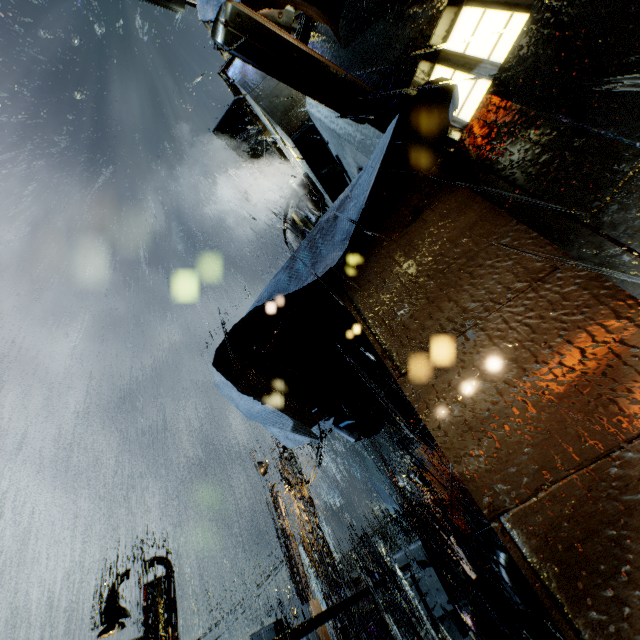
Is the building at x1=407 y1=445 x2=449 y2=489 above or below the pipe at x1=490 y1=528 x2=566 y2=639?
above

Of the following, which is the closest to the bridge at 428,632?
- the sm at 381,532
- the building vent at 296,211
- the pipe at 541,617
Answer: the pipe at 541,617

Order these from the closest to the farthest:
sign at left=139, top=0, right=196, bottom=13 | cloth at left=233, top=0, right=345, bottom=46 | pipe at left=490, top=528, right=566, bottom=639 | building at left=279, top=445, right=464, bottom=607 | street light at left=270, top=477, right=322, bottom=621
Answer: cloth at left=233, top=0, right=345, bottom=46
sign at left=139, top=0, right=196, bottom=13
pipe at left=490, top=528, right=566, bottom=639
street light at left=270, top=477, right=322, bottom=621
building at left=279, top=445, right=464, bottom=607

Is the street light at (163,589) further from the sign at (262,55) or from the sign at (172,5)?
the sign at (172,5)

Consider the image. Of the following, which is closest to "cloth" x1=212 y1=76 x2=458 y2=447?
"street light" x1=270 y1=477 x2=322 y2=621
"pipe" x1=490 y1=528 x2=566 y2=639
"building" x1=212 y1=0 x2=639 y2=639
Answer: "building" x1=212 y1=0 x2=639 y2=639

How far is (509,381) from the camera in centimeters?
222cm

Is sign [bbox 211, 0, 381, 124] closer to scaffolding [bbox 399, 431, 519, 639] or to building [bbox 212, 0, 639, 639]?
building [bbox 212, 0, 639, 639]

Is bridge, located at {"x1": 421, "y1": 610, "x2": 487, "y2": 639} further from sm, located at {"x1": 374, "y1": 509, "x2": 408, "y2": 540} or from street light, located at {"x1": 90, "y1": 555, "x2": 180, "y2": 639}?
sm, located at {"x1": 374, "y1": 509, "x2": 408, "y2": 540}
